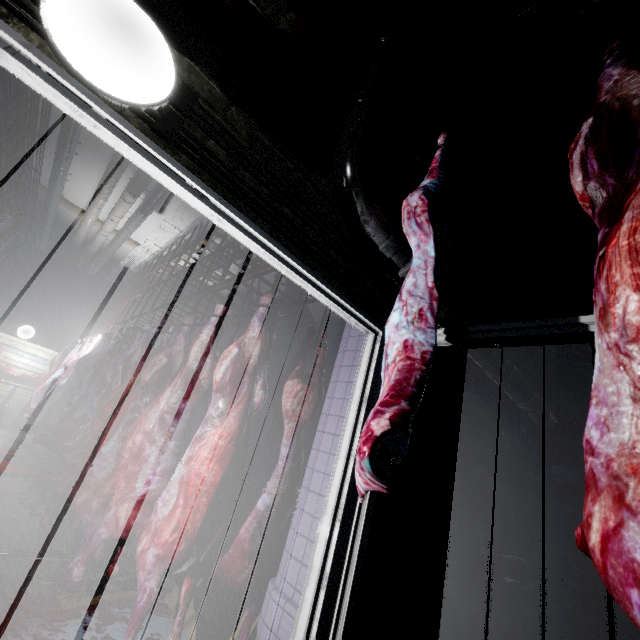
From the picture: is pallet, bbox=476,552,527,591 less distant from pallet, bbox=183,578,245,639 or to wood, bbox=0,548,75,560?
pallet, bbox=183,578,245,639

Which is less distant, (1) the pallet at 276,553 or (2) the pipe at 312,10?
(2) the pipe at 312,10

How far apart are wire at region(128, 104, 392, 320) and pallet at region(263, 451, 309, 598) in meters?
1.0

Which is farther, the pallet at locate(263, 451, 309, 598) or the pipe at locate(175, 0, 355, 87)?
the pallet at locate(263, 451, 309, 598)

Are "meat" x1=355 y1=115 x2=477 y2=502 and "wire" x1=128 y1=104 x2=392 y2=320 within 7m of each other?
yes

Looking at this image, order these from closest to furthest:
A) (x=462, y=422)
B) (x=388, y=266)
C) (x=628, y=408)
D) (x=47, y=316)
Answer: (x=628, y=408) < (x=388, y=266) < (x=462, y=422) < (x=47, y=316)

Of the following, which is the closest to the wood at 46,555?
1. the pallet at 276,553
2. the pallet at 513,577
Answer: the pallet at 276,553

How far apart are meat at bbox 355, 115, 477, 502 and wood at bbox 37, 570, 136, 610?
2.3 meters
